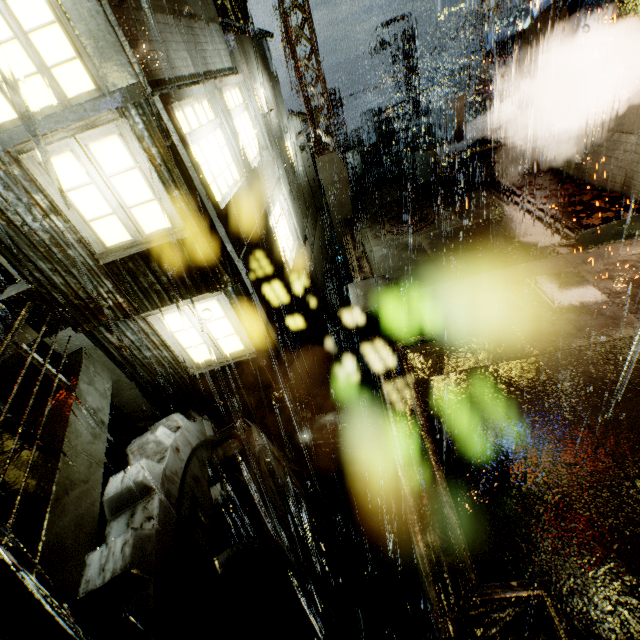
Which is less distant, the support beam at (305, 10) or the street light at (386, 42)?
the support beam at (305, 10)

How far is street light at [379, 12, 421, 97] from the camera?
23.8 meters

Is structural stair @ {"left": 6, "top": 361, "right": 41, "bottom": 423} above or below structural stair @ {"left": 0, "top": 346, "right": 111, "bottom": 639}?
above

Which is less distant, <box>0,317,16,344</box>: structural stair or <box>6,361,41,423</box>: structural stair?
<box>6,361,41,423</box>: structural stair

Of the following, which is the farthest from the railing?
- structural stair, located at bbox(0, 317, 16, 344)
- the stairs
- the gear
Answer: the stairs

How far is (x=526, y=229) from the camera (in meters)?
→ 10.63

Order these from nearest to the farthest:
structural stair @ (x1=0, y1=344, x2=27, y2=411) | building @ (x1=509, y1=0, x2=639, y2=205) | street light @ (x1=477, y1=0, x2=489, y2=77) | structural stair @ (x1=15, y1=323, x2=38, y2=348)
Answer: structural stair @ (x1=0, y1=344, x2=27, y2=411) < structural stair @ (x1=15, y1=323, x2=38, y2=348) < building @ (x1=509, y1=0, x2=639, y2=205) < street light @ (x1=477, y1=0, x2=489, y2=77)

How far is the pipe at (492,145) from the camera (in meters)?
13.48
